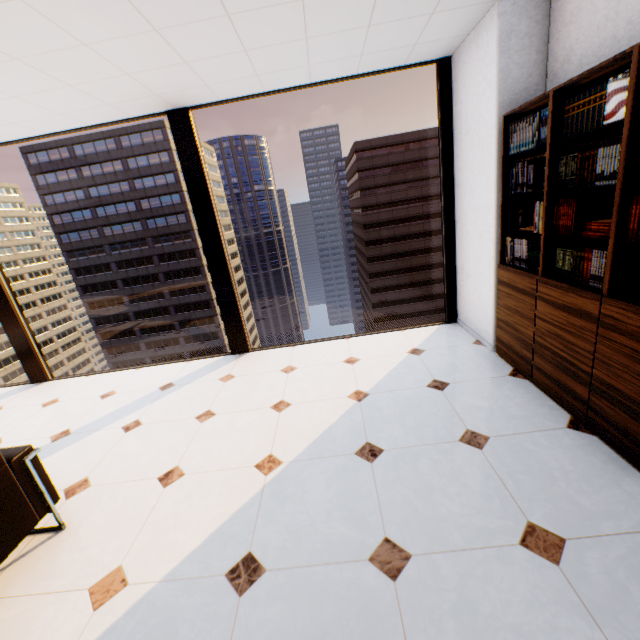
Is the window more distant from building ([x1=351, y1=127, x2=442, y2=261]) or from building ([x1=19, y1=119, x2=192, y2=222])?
building ([x1=19, y1=119, x2=192, y2=222])

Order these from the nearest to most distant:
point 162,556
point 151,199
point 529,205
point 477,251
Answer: point 162,556 < point 529,205 < point 477,251 < point 151,199

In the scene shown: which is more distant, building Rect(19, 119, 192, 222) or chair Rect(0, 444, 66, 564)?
building Rect(19, 119, 192, 222)

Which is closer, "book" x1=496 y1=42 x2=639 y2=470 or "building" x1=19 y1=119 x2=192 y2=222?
"book" x1=496 y1=42 x2=639 y2=470

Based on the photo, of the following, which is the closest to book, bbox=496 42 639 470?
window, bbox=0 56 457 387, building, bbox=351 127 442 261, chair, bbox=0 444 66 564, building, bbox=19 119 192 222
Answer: window, bbox=0 56 457 387

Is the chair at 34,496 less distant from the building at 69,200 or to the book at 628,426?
the book at 628,426

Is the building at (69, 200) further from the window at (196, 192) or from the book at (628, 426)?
the book at (628, 426)
